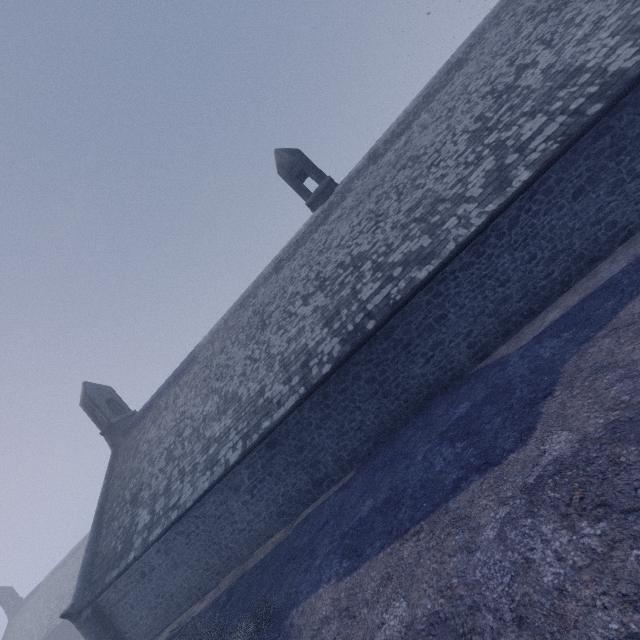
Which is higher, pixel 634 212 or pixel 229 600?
pixel 634 212
